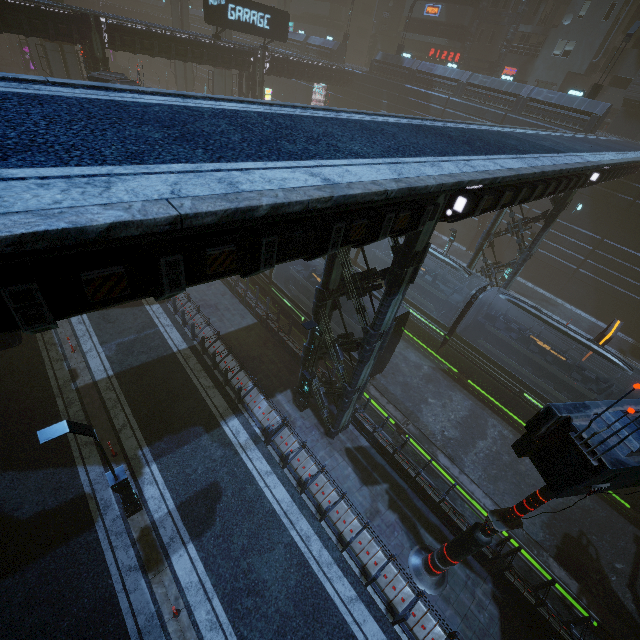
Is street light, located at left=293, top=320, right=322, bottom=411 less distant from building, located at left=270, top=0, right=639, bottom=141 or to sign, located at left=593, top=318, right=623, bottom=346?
building, located at left=270, top=0, right=639, bottom=141

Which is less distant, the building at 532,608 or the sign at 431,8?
the building at 532,608

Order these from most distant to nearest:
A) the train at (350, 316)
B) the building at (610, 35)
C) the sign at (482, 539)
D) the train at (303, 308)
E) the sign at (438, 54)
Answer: the sign at (438, 54)
the building at (610, 35)
the train at (303, 308)
the train at (350, 316)
the sign at (482, 539)

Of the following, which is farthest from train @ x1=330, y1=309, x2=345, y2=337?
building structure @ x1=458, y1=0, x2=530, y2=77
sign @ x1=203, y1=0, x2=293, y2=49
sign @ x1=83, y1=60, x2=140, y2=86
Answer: building structure @ x1=458, y1=0, x2=530, y2=77

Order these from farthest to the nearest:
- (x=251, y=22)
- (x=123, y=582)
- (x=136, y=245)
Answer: (x=251, y=22) → (x=123, y=582) → (x=136, y=245)

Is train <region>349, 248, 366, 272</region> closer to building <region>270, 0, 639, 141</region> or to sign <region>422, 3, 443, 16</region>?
building <region>270, 0, 639, 141</region>

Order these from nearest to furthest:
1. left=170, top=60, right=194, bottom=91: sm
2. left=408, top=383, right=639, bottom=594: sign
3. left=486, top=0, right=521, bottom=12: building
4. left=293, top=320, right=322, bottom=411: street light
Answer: left=408, top=383, right=639, bottom=594: sign, left=293, top=320, right=322, bottom=411: street light, left=486, top=0, right=521, bottom=12: building, left=170, top=60, right=194, bottom=91: sm

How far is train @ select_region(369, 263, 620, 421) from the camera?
15.9m
